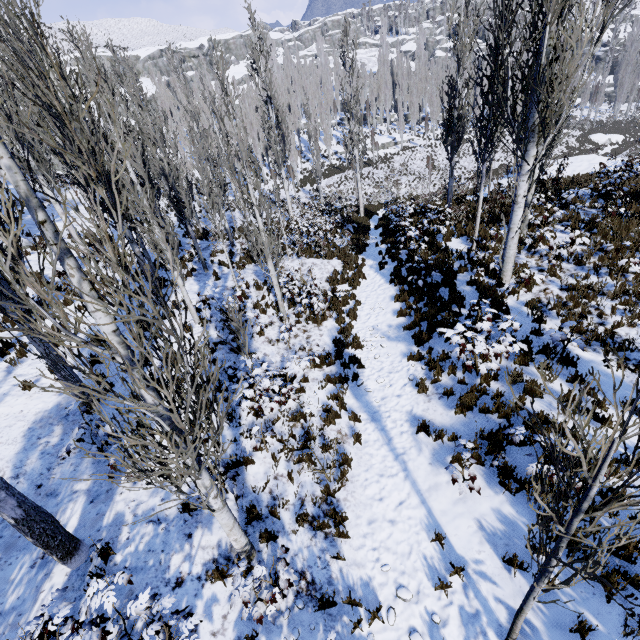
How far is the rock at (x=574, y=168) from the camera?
19.50m

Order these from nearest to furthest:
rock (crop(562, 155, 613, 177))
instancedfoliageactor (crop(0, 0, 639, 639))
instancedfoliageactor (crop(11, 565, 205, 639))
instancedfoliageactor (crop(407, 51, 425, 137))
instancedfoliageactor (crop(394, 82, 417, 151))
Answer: instancedfoliageactor (crop(0, 0, 639, 639)) → instancedfoliageactor (crop(11, 565, 205, 639)) → rock (crop(562, 155, 613, 177)) → instancedfoliageactor (crop(394, 82, 417, 151)) → instancedfoliageactor (crop(407, 51, 425, 137))

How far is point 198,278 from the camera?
14.8 meters

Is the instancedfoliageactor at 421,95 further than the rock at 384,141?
No

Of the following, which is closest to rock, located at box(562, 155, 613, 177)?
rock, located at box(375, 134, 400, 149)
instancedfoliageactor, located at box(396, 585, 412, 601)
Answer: instancedfoliageactor, located at box(396, 585, 412, 601)

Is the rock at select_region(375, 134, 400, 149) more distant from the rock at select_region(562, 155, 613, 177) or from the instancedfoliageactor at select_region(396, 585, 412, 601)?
the instancedfoliageactor at select_region(396, 585, 412, 601)

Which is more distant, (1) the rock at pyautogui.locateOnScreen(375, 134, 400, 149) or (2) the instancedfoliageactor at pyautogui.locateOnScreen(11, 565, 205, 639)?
(1) the rock at pyautogui.locateOnScreen(375, 134, 400, 149)

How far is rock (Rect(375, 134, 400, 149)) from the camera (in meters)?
52.06
